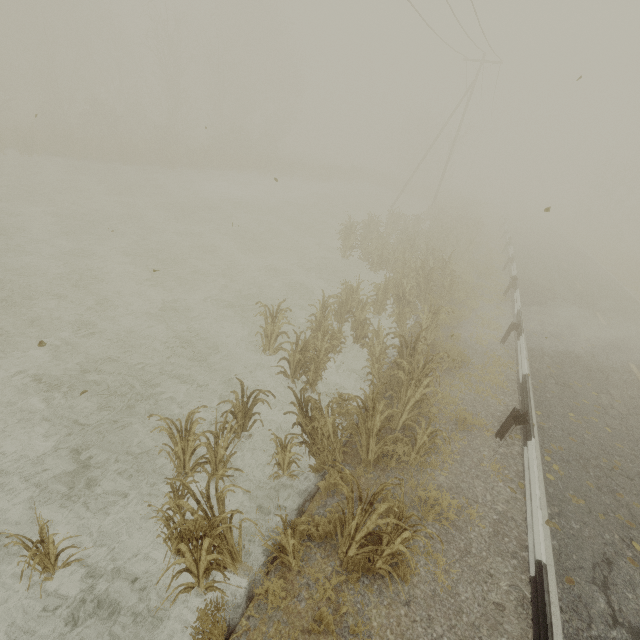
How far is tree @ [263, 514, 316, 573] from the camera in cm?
415

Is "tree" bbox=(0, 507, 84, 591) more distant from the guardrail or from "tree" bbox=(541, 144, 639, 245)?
Result: "tree" bbox=(541, 144, 639, 245)

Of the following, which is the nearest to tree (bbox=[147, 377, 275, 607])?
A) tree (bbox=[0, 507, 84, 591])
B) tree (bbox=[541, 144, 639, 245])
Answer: tree (bbox=[0, 507, 84, 591])

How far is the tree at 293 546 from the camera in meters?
4.2 m

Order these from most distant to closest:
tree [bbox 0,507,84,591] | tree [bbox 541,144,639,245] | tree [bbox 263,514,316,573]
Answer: tree [bbox 541,144,639,245], tree [bbox 263,514,316,573], tree [bbox 0,507,84,591]

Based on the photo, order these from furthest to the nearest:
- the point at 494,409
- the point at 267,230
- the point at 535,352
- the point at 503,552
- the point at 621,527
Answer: the point at 267,230, the point at 535,352, the point at 494,409, the point at 621,527, the point at 503,552
